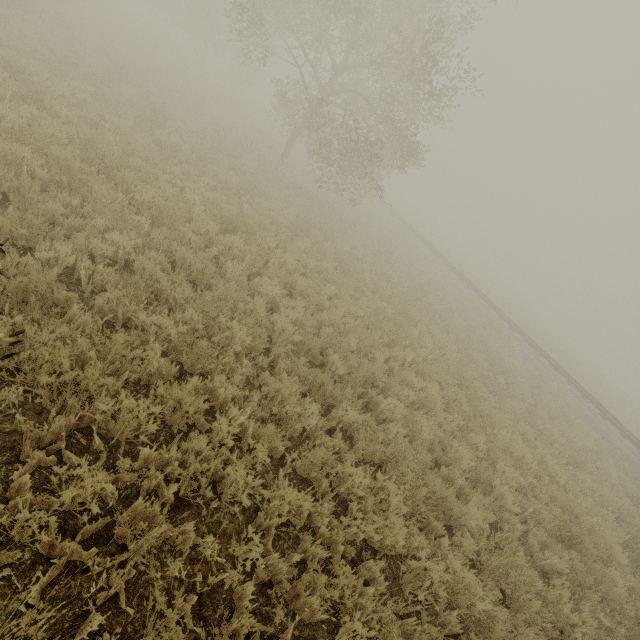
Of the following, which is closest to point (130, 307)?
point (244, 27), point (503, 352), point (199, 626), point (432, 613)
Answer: point (199, 626)
